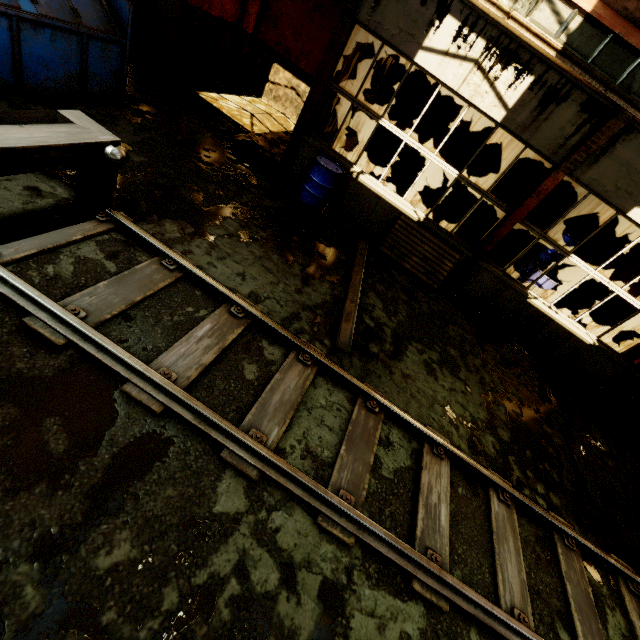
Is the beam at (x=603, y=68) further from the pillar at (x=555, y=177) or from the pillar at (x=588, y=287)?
the pillar at (x=588, y=287)

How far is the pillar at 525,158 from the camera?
9.9m

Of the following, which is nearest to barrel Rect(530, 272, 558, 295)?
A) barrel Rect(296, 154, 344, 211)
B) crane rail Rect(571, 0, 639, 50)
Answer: crane rail Rect(571, 0, 639, 50)

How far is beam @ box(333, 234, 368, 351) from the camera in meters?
4.5

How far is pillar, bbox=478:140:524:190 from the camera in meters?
9.9

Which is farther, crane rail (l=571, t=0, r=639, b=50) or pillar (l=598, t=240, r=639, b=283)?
pillar (l=598, t=240, r=639, b=283)

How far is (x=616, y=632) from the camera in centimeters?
353cm

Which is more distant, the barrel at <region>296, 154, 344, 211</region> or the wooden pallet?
the wooden pallet
